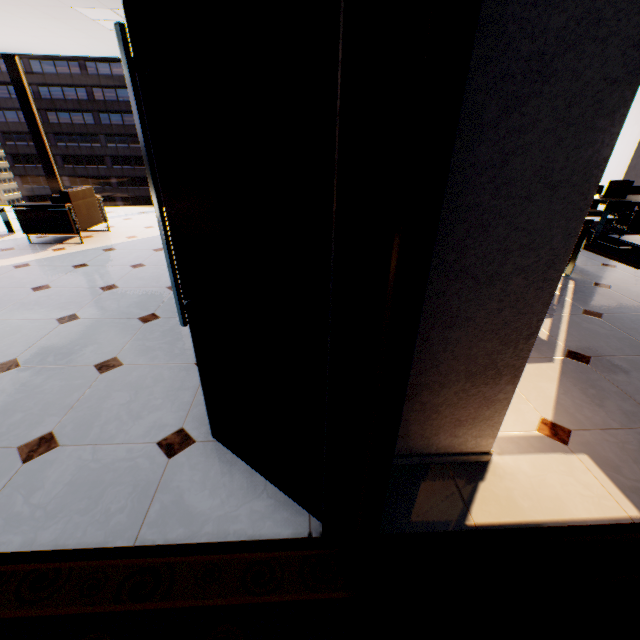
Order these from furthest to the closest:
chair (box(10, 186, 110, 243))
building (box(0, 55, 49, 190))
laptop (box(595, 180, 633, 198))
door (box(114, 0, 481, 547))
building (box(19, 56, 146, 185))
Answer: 1. building (box(0, 55, 49, 190))
2. building (box(19, 56, 146, 185))
3. laptop (box(595, 180, 633, 198))
4. chair (box(10, 186, 110, 243))
5. door (box(114, 0, 481, 547))

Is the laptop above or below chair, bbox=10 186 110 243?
above

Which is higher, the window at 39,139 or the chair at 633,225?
the window at 39,139

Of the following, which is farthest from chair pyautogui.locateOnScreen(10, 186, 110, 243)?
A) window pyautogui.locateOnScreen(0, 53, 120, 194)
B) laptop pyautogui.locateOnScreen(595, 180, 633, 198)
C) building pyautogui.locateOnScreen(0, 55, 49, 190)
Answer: building pyautogui.locateOnScreen(0, 55, 49, 190)

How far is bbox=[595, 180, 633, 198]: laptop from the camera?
5.5m

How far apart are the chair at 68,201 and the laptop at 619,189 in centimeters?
889cm

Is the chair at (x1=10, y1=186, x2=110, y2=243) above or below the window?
below

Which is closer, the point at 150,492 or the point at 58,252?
the point at 150,492
